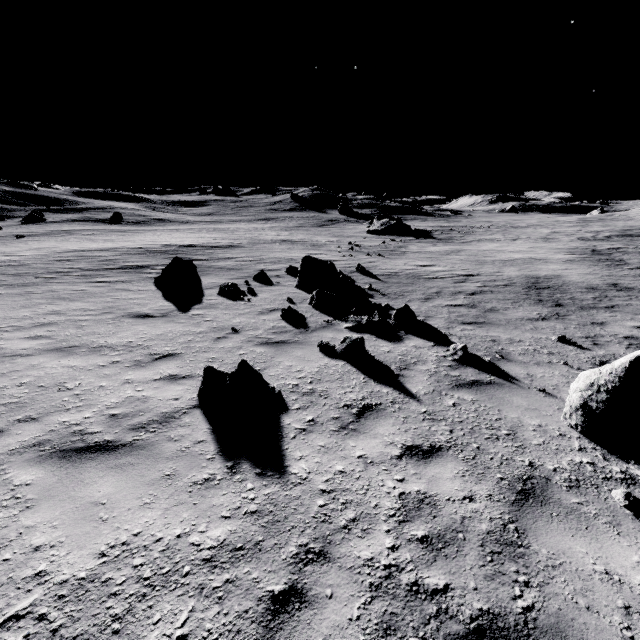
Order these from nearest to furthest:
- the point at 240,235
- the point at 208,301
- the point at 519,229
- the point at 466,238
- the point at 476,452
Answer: the point at 476,452
the point at 208,301
the point at 240,235
the point at 466,238
the point at 519,229

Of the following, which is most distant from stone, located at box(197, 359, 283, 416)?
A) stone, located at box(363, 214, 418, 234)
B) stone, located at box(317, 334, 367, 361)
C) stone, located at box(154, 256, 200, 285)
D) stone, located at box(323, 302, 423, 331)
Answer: stone, located at box(363, 214, 418, 234)

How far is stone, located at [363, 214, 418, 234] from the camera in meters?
42.2 m

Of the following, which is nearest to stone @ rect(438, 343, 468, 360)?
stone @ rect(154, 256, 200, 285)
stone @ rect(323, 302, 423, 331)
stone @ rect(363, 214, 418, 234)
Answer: stone @ rect(323, 302, 423, 331)

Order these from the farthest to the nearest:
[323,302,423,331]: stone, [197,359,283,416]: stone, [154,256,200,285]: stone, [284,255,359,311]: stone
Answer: [154,256,200,285]: stone, [284,255,359,311]: stone, [323,302,423,331]: stone, [197,359,283,416]: stone

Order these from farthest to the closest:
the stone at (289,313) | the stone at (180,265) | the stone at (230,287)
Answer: the stone at (180,265) < the stone at (230,287) < the stone at (289,313)

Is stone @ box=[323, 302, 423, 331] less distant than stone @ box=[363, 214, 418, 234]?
Yes

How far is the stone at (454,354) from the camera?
6.71m
